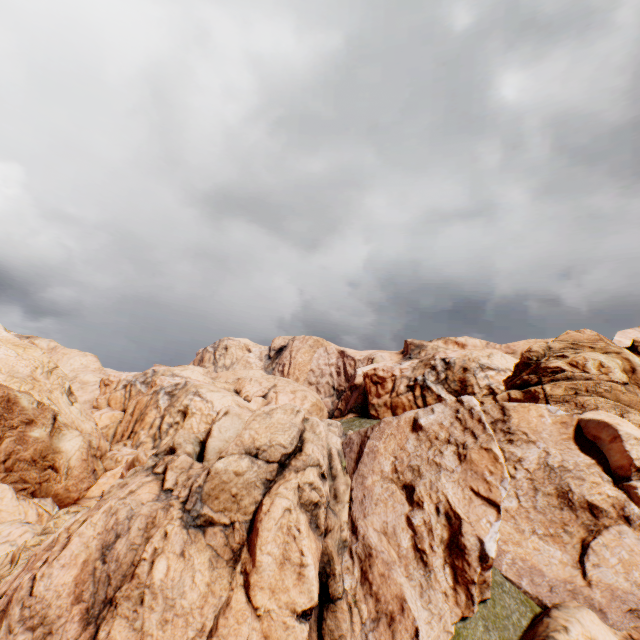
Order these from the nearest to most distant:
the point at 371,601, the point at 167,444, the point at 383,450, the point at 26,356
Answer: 1. the point at 371,601
2. the point at 383,450
3. the point at 167,444
4. the point at 26,356
